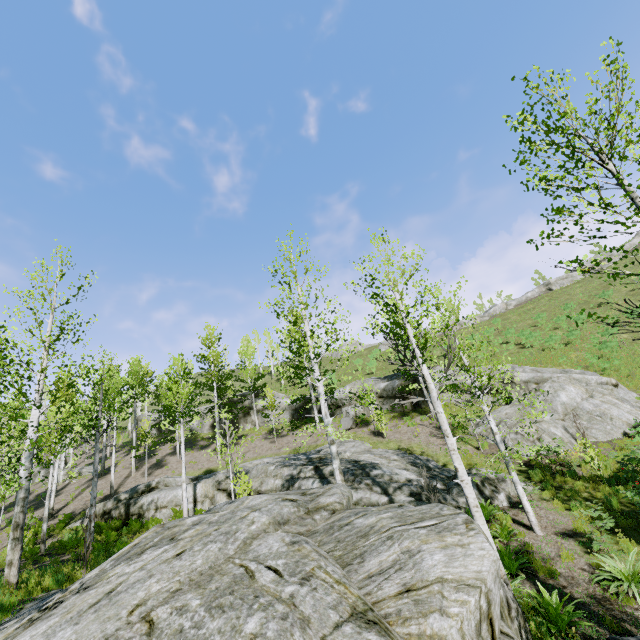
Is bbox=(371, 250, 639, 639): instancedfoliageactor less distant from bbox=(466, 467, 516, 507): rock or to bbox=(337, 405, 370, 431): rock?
bbox=(466, 467, 516, 507): rock

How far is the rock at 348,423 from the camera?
24.00m

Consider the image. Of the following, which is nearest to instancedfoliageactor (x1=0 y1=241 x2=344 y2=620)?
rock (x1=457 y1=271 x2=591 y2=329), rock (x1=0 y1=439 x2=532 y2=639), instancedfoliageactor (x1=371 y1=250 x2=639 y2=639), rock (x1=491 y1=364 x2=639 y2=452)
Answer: rock (x1=0 y1=439 x2=532 y2=639)

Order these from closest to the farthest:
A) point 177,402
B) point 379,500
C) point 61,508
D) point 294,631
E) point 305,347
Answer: point 294,631 < point 379,500 < point 305,347 < point 177,402 < point 61,508

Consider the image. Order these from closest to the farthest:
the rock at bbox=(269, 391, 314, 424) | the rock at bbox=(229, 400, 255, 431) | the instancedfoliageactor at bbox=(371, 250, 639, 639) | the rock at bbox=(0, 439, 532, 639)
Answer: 1. the rock at bbox=(0, 439, 532, 639)
2. the instancedfoliageactor at bbox=(371, 250, 639, 639)
3. the rock at bbox=(269, 391, 314, 424)
4. the rock at bbox=(229, 400, 255, 431)

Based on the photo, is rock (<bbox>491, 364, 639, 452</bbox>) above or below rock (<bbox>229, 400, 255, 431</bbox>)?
below

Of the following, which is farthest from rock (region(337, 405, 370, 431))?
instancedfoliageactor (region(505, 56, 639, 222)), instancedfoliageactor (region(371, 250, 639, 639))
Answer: instancedfoliageactor (region(371, 250, 639, 639))

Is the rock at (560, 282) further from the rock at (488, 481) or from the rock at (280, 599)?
the rock at (280, 599)
